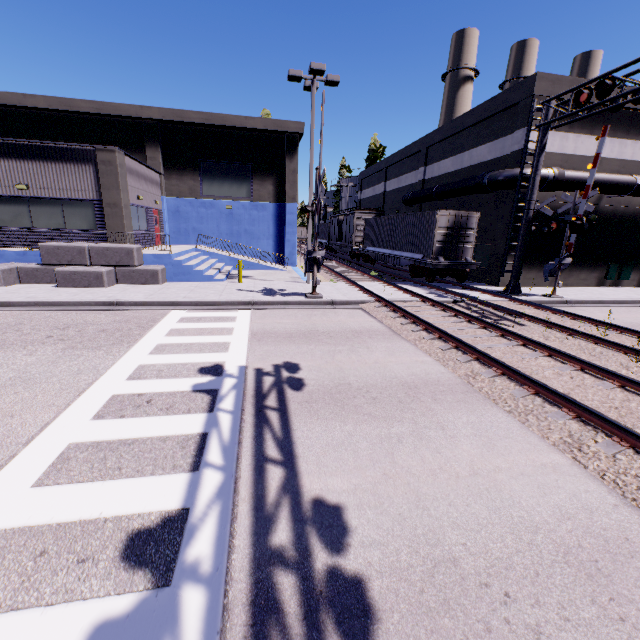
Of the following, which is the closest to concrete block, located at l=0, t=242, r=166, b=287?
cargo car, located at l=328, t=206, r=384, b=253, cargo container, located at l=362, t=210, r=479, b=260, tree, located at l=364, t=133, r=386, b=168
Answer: cargo container, located at l=362, t=210, r=479, b=260

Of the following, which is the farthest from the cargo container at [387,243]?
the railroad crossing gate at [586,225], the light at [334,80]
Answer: the railroad crossing gate at [586,225]

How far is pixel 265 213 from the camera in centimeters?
2598cm

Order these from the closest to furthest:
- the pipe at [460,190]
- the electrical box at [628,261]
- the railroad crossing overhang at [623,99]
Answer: the railroad crossing overhang at [623,99]
the pipe at [460,190]
the electrical box at [628,261]

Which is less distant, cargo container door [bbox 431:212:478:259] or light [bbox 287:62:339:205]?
light [bbox 287:62:339:205]

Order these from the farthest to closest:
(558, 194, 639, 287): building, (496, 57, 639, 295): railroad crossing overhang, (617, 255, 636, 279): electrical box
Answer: (617, 255, 636, 279): electrical box
(558, 194, 639, 287): building
(496, 57, 639, 295): railroad crossing overhang

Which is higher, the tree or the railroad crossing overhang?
the tree

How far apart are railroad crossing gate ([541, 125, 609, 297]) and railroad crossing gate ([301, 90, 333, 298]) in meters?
10.7 m
